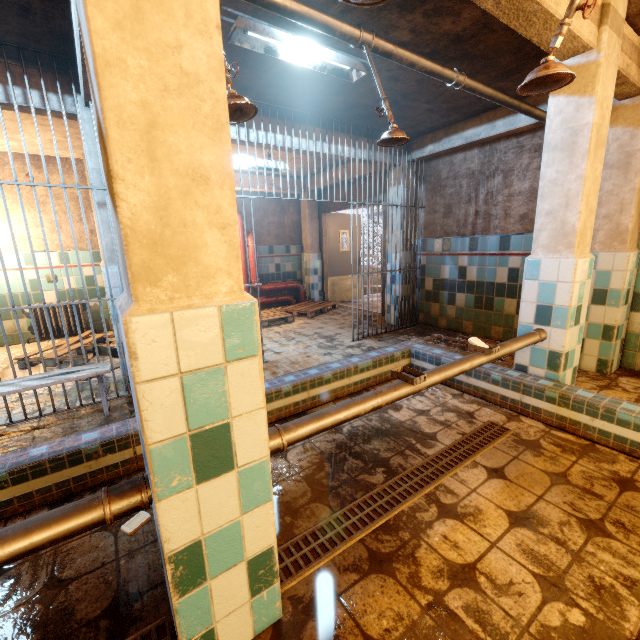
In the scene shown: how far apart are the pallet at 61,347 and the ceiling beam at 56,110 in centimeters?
272cm

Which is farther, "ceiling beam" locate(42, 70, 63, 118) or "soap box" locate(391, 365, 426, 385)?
"ceiling beam" locate(42, 70, 63, 118)

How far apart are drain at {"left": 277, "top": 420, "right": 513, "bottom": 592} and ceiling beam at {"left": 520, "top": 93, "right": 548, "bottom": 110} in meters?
2.8 m

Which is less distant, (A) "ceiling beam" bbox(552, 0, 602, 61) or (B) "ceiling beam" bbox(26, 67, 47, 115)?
(A) "ceiling beam" bbox(552, 0, 602, 61)

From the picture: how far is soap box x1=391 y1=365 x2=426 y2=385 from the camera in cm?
168

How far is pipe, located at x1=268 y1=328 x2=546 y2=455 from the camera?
1.32m

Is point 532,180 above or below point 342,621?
above

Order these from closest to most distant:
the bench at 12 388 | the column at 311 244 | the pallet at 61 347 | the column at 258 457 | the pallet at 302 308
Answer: the column at 258 457, the bench at 12 388, the pallet at 61 347, the pallet at 302 308, the column at 311 244
